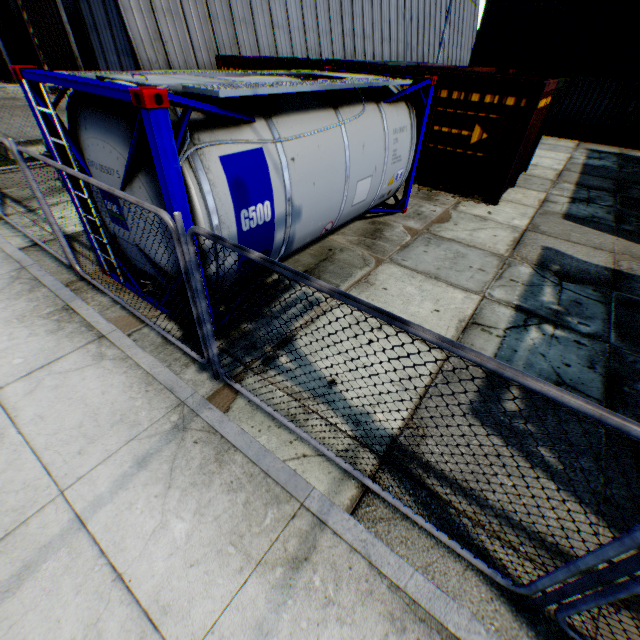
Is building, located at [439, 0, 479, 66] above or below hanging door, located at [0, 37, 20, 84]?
above

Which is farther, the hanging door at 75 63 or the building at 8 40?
the building at 8 40

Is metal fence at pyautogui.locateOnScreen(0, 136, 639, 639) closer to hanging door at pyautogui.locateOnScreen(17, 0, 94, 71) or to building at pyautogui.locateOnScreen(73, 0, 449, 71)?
building at pyautogui.locateOnScreen(73, 0, 449, 71)

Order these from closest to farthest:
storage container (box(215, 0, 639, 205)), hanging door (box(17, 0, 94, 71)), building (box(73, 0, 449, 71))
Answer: storage container (box(215, 0, 639, 205)) → building (box(73, 0, 449, 71)) → hanging door (box(17, 0, 94, 71))

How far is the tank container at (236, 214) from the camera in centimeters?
345cm

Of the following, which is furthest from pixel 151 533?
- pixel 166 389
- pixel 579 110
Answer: pixel 579 110

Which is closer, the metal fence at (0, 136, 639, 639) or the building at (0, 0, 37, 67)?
the metal fence at (0, 136, 639, 639)

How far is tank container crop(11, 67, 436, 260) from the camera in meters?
3.4 m
